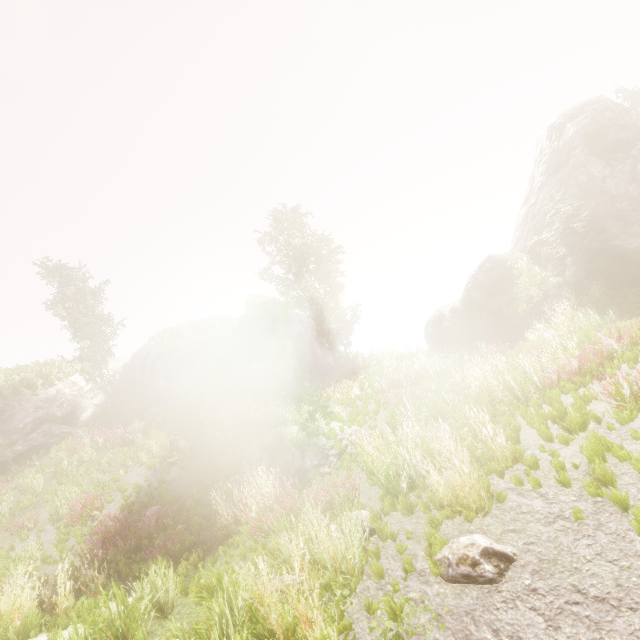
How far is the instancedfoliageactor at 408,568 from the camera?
5.2m

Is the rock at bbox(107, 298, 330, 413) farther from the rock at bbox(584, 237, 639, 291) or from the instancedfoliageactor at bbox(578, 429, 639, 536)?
the rock at bbox(584, 237, 639, 291)

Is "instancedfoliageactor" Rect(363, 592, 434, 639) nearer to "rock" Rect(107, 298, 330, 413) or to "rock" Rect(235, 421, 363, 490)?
"rock" Rect(107, 298, 330, 413)

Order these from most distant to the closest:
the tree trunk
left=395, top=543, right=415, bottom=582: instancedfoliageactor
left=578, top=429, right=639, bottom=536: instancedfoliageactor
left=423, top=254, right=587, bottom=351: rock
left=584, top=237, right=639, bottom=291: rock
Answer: left=423, top=254, right=587, bottom=351: rock
left=584, top=237, right=639, bottom=291: rock
the tree trunk
left=395, top=543, right=415, bottom=582: instancedfoliageactor
left=578, top=429, right=639, bottom=536: instancedfoliageactor

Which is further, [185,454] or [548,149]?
[548,149]

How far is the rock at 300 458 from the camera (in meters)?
10.47
